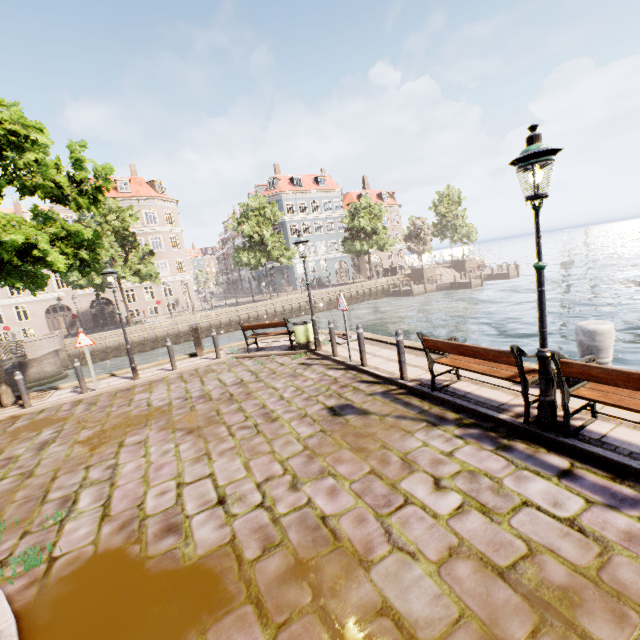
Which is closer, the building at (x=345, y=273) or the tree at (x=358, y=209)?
the tree at (x=358, y=209)

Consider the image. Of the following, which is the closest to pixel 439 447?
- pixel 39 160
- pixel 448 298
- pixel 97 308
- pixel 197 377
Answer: pixel 197 377

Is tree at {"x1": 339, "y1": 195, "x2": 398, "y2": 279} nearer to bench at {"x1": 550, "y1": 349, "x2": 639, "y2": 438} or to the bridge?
the bridge

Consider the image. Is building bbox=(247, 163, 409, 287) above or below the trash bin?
above

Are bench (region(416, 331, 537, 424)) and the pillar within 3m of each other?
yes

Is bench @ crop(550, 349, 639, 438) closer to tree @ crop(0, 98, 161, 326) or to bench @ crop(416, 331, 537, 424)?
bench @ crop(416, 331, 537, 424)

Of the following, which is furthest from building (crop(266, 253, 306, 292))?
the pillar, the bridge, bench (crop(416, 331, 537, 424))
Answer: the pillar

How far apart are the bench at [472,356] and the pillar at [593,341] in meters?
0.8
